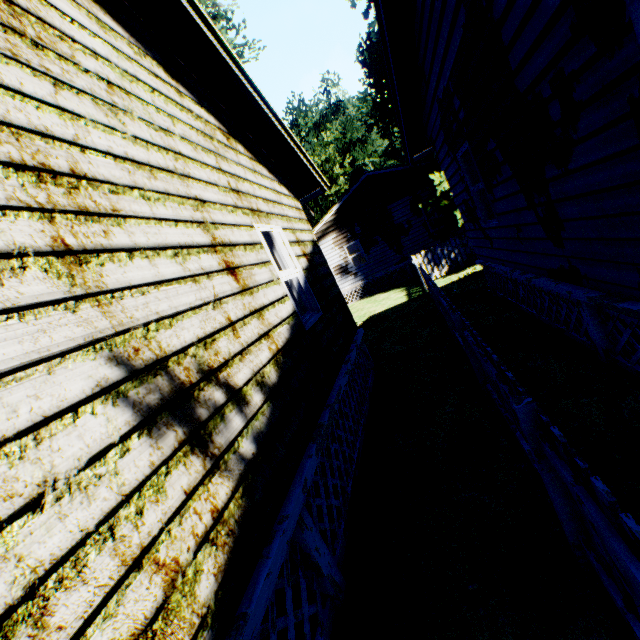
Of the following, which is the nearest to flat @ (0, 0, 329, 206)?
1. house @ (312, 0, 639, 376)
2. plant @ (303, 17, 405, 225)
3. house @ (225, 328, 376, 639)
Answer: house @ (312, 0, 639, 376)

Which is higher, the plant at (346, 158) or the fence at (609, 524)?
the plant at (346, 158)

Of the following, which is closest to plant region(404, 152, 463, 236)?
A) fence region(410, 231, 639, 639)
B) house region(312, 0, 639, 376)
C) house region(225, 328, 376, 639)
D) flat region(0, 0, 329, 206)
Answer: fence region(410, 231, 639, 639)

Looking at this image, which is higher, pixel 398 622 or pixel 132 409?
pixel 132 409

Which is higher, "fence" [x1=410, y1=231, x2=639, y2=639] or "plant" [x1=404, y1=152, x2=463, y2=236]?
"plant" [x1=404, y1=152, x2=463, y2=236]

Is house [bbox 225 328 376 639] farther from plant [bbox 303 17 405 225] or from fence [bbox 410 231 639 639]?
plant [bbox 303 17 405 225]

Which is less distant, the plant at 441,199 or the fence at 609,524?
the fence at 609,524

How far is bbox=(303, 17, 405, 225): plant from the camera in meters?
24.4 m
